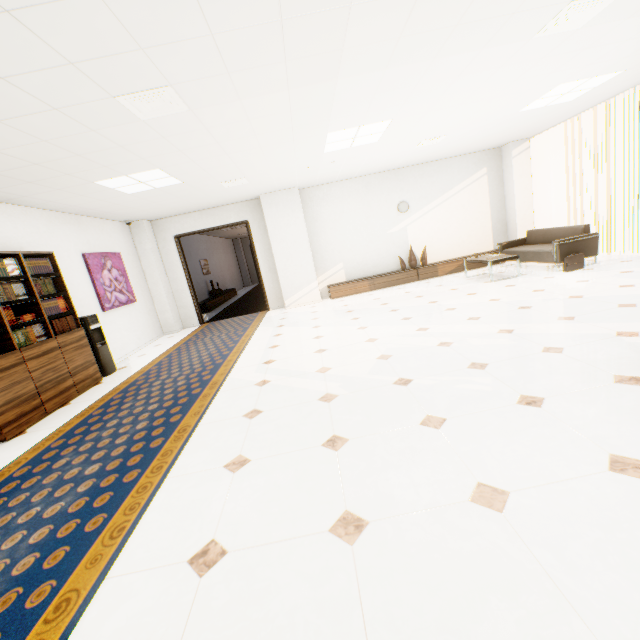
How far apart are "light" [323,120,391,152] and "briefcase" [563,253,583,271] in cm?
418

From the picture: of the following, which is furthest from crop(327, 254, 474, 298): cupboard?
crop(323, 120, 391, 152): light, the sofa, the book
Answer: the book

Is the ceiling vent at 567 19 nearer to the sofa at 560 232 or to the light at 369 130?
the light at 369 130

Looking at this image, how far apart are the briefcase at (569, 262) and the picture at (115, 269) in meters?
9.1

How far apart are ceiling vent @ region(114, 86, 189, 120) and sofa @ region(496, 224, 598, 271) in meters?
6.7

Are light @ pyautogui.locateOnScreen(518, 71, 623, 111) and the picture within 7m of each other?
no

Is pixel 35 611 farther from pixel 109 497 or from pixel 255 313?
pixel 255 313

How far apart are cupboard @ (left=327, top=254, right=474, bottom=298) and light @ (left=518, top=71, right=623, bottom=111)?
3.6 meters
